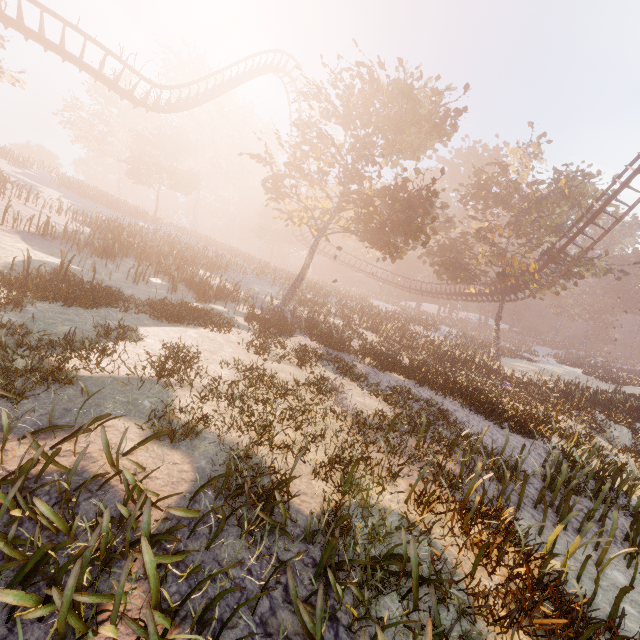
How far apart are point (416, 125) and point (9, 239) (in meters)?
19.48
